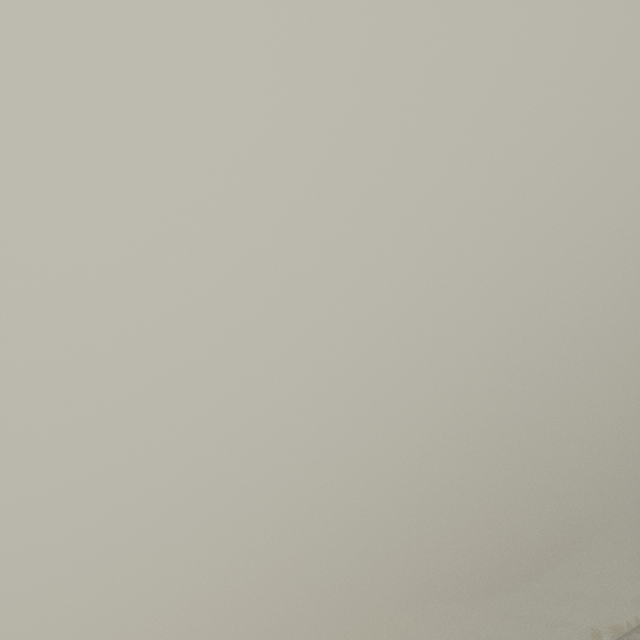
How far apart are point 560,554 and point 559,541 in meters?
10.6
